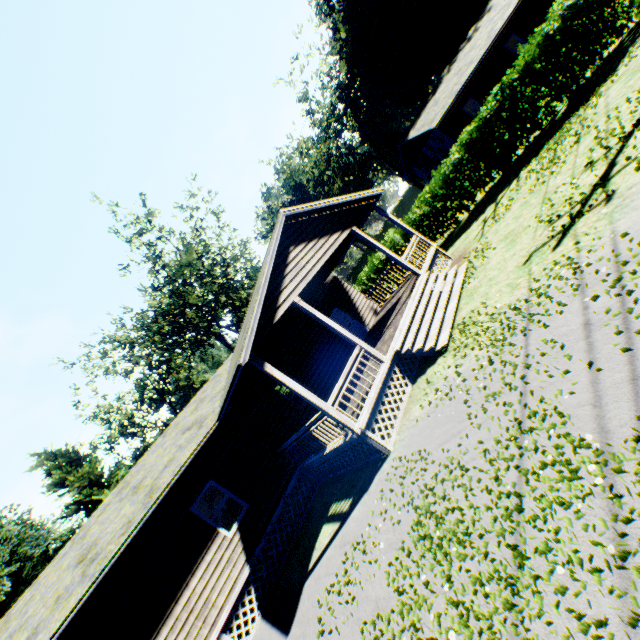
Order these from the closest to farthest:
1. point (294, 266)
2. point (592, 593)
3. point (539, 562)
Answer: point (592, 593) → point (539, 562) → point (294, 266)

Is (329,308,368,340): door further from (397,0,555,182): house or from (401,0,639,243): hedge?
(397,0,555,182): house

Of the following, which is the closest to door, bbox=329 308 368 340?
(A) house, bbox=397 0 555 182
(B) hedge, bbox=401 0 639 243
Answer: (B) hedge, bbox=401 0 639 243

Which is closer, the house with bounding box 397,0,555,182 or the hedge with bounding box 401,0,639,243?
the hedge with bounding box 401,0,639,243

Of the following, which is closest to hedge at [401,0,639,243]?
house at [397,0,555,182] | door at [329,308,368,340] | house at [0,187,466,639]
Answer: house at [0,187,466,639]

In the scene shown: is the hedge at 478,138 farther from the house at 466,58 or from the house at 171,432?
the house at 466,58

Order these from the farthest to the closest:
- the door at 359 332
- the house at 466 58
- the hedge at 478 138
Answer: the house at 466 58 → the door at 359 332 → the hedge at 478 138
